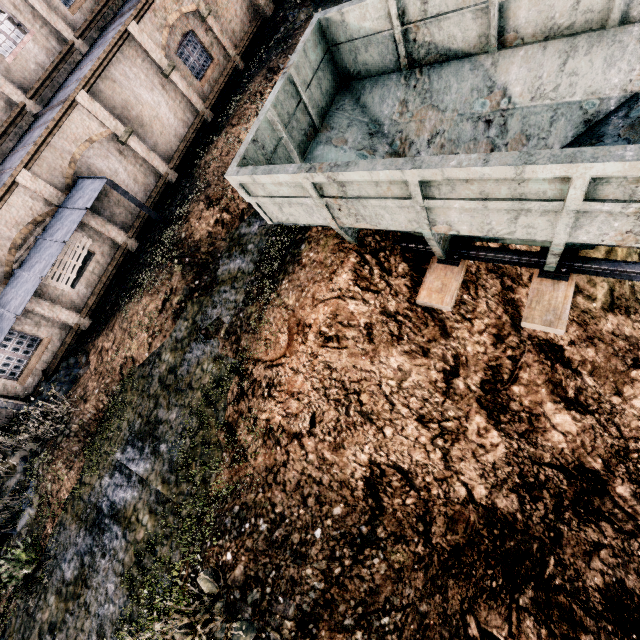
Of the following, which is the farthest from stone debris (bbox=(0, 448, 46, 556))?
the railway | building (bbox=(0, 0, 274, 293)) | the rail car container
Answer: the railway

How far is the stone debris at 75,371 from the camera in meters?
12.8

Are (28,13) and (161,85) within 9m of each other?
yes

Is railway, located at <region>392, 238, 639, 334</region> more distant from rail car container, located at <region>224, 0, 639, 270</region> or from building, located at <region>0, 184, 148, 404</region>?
building, located at <region>0, 184, 148, 404</region>

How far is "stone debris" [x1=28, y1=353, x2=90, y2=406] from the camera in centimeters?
1284cm

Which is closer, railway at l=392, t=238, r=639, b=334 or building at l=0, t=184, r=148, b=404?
railway at l=392, t=238, r=639, b=334

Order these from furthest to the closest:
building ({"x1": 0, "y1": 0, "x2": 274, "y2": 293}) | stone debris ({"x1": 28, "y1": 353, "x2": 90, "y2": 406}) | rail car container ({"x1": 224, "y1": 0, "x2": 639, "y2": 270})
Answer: building ({"x1": 0, "y1": 0, "x2": 274, "y2": 293}) → stone debris ({"x1": 28, "y1": 353, "x2": 90, "y2": 406}) → rail car container ({"x1": 224, "y1": 0, "x2": 639, "y2": 270})

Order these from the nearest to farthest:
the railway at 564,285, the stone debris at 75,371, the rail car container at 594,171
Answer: the rail car container at 594,171 < the railway at 564,285 < the stone debris at 75,371
